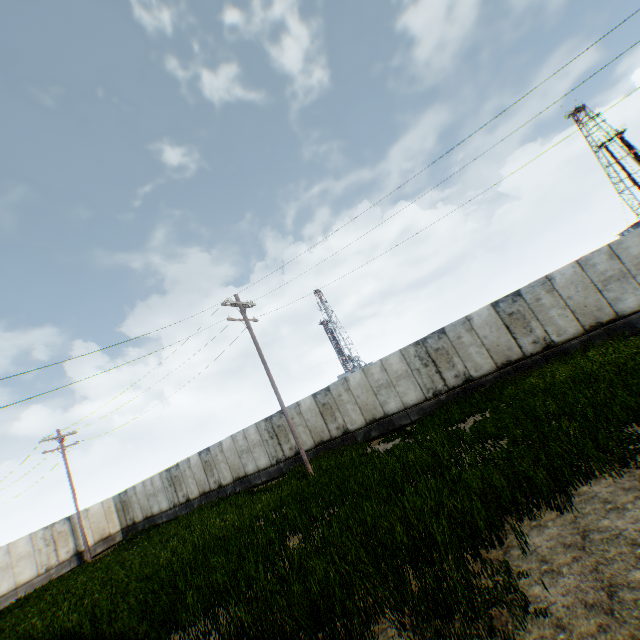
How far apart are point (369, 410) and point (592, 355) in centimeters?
1029cm
